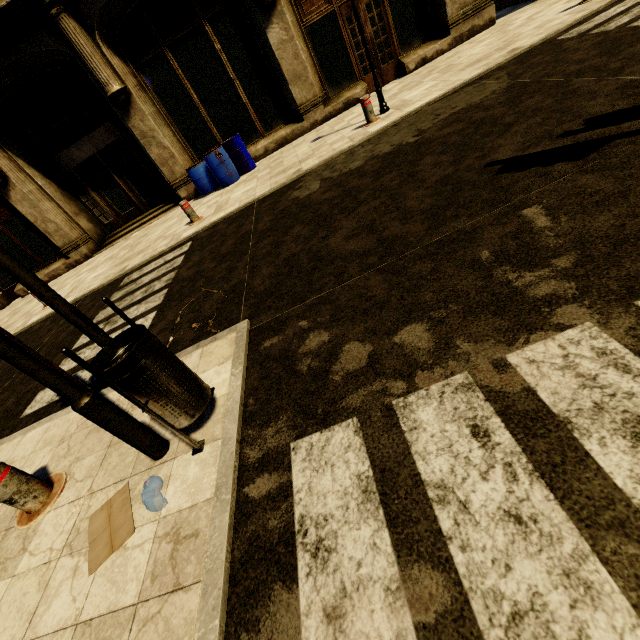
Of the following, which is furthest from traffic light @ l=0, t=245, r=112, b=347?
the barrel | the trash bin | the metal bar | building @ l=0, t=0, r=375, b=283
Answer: building @ l=0, t=0, r=375, b=283

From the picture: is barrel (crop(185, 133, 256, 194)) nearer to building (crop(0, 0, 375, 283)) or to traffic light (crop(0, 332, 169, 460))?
building (crop(0, 0, 375, 283))

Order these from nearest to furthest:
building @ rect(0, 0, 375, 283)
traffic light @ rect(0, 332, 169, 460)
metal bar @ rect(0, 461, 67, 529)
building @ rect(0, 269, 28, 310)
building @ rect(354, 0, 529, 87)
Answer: traffic light @ rect(0, 332, 169, 460)
metal bar @ rect(0, 461, 67, 529)
building @ rect(0, 0, 375, 283)
building @ rect(354, 0, 529, 87)
building @ rect(0, 269, 28, 310)

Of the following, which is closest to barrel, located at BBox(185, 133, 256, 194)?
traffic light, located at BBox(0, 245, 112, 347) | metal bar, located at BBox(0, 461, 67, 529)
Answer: traffic light, located at BBox(0, 245, 112, 347)

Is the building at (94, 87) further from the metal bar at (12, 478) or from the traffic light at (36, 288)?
the traffic light at (36, 288)

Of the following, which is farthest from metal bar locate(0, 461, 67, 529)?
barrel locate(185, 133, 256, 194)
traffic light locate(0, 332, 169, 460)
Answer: barrel locate(185, 133, 256, 194)

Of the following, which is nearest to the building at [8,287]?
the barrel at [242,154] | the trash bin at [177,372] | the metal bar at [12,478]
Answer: the barrel at [242,154]

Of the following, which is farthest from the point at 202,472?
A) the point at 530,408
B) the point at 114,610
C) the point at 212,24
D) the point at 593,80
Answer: the point at 212,24
